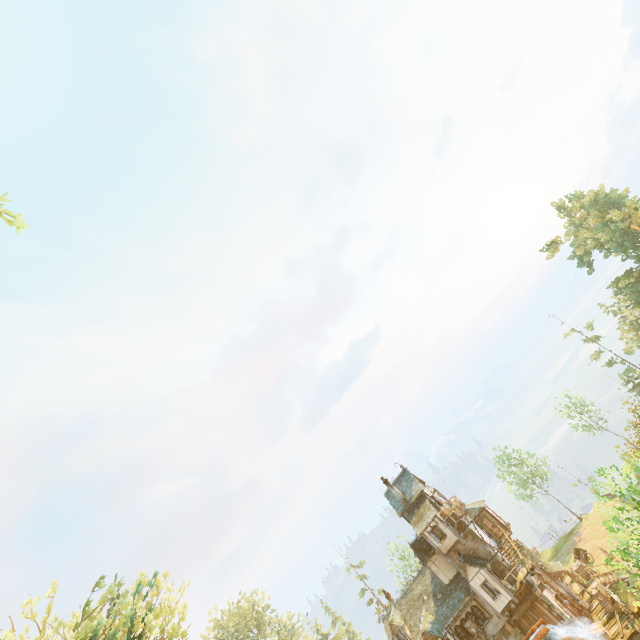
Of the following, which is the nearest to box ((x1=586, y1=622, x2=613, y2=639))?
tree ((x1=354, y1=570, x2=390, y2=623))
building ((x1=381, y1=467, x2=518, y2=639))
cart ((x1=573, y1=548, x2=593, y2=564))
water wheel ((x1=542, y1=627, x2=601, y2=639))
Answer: water wheel ((x1=542, y1=627, x2=601, y2=639))

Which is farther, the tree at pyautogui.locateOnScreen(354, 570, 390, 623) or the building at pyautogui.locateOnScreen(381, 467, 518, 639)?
the tree at pyautogui.locateOnScreen(354, 570, 390, 623)

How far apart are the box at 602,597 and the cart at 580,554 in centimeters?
750cm

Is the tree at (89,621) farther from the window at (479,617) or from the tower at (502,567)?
the window at (479,617)

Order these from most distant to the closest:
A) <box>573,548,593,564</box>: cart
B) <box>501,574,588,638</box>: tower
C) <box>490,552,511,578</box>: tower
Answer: <box>573,548,593,564</box>: cart
<box>490,552,511,578</box>: tower
<box>501,574,588,638</box>: tower

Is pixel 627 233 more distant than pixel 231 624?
No

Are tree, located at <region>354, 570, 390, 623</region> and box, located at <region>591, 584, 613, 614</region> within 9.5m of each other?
no

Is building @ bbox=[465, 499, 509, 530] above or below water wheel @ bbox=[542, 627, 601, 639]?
above
